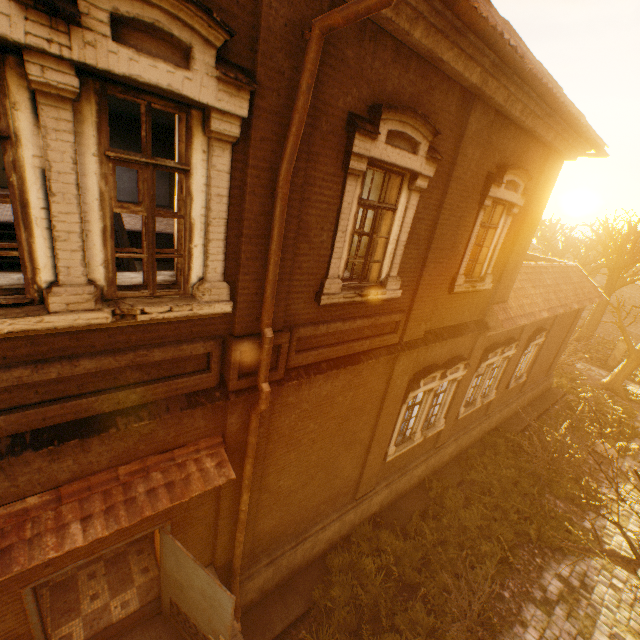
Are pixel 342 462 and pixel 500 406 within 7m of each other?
no

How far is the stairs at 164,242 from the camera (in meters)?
11.23

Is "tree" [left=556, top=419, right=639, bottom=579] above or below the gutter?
below

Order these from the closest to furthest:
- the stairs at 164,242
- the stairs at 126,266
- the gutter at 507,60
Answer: the gutter at 507,60 → the stairs at 126,266 → the stairs at 164,242

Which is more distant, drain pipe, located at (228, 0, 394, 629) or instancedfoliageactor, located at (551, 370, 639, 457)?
instancedfoliageactor, located at (551, 370, 639, 457)

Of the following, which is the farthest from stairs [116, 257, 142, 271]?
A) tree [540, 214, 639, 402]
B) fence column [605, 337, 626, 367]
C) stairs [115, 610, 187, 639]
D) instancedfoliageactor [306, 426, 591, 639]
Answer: fence column [605, 337, 626, 367]

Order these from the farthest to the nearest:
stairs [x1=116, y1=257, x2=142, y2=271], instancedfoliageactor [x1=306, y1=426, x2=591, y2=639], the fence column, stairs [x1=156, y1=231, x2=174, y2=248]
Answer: the fence column, stairs [x1=156, y1=231, x2=174, y2=248], stairs [x1=116, y1=257, x2=142, y2=271], instancedfoliageactor [x1=306, y1=426, x2=591, y2=639]

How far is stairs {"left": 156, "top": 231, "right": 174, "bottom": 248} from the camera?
11.2m
